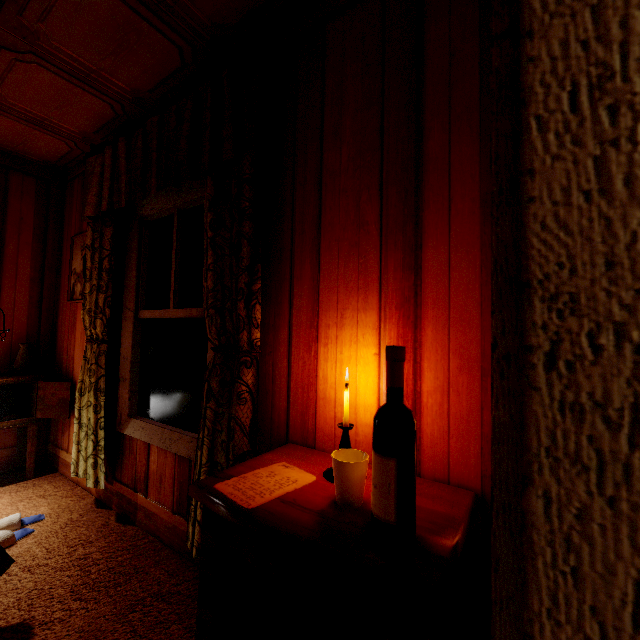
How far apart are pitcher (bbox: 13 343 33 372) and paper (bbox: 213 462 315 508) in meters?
3.0

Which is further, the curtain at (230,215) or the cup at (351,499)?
the curtain at (230,215)

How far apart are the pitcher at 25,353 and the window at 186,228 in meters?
1.6 m

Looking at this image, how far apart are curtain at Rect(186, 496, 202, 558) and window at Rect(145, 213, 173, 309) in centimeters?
23cm

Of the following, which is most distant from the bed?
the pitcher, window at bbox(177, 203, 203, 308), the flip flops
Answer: window at bbox(177, 203, 203, 308)

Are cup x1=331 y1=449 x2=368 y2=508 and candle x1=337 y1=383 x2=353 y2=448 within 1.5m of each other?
yes

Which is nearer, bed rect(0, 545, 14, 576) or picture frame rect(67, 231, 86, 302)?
bed rect(0, 545, 14, 576)

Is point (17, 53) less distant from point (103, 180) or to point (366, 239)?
point (103, 180)
